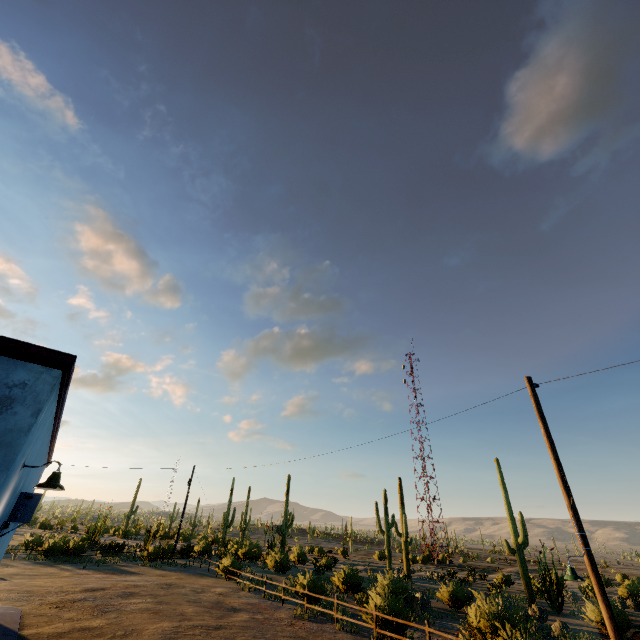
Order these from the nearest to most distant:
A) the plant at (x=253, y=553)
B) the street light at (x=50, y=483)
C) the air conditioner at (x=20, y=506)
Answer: the street light at (x=50, y=483)
the air conditioner at (x=20, y=506)
the plant at (x=253, y=553)

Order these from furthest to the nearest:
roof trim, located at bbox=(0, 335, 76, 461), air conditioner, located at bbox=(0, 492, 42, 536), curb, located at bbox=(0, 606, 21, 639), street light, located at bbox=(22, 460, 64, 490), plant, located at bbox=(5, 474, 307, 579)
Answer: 1. plant, located at bbox=(5, 474, 307, 579)
2. curb, located at bbox=(0, 606, 21, 639)
3. air conditioner, located at bbox=(0, 492, 42, 536)
4. street light, located at bbox=(22, 460, 64, 490)
5. roof trim, located at bbox=(0, 335, 76, 461)

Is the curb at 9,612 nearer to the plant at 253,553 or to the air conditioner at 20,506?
the air conditioner at 20,506

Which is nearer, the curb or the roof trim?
the roof trim

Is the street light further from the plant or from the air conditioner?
the plant

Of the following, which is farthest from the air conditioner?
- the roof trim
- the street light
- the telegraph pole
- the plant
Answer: the plant

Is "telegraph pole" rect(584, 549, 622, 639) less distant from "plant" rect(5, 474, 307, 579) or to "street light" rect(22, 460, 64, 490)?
"street light" rect(22, 460, 64, 490)

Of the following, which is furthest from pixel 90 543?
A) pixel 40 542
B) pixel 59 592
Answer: pixel 59 592
